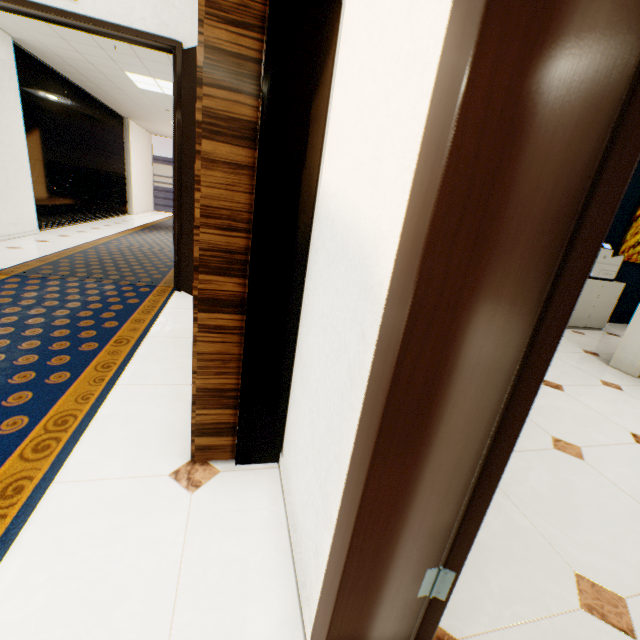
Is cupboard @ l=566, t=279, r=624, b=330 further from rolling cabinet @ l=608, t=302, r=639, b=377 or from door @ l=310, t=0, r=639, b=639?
door @ l=310, t=0, r=639, b=639

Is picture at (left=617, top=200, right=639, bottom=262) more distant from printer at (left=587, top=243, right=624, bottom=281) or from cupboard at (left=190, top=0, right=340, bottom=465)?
cupboard at (left=190, top=0, right=340, bottom=465)

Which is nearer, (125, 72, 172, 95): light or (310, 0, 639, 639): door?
(310, 0, 639, 639): door

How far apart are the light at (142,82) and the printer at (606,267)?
7.5m

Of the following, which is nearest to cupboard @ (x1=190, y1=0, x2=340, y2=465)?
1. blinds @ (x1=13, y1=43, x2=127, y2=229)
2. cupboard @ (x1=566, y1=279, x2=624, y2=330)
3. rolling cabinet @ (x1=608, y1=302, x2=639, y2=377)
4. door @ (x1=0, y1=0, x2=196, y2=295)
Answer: door @ (x1=0, y1=0, x2=196, y2=295)

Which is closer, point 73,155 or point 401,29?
point 401,29

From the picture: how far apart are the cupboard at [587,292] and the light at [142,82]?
6.6m

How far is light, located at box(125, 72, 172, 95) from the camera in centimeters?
600cm
